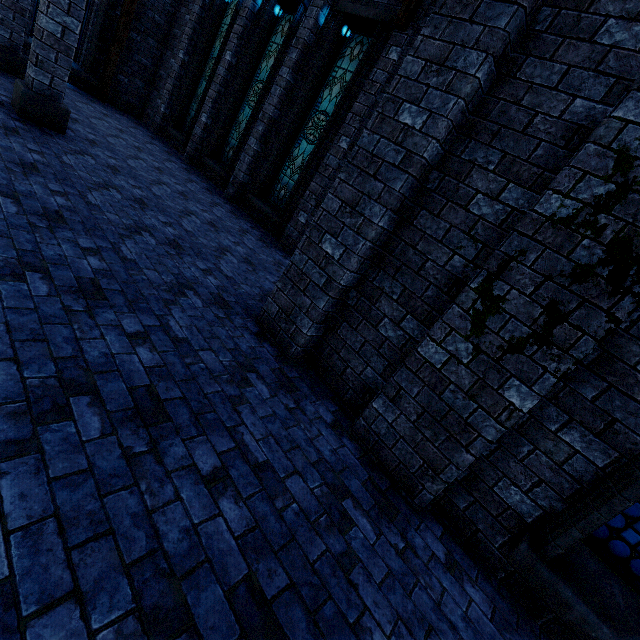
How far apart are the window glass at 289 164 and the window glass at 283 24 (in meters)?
1.88

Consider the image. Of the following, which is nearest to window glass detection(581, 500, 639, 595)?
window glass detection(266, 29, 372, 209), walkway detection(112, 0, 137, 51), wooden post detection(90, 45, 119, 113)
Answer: window glass detection(266, 29, 372, 209)

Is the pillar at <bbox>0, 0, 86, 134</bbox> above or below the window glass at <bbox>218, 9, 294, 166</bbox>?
below

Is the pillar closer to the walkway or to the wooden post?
the wooden post

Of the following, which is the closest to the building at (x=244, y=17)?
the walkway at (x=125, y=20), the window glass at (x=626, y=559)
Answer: the walkway at (x=125, y=20)

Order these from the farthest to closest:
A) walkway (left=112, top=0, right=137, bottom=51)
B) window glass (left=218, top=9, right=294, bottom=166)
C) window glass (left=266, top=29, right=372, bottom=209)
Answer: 1. walkway (left=112, top=0, right=137, bottom=51)
2. window glass (left=218, top=9, right=294, bottom=166)
3. window glass (left=266, top=29, right=372, bottom=209)

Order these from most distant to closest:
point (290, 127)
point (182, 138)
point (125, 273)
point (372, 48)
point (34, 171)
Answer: point (182, 138) < point (290, 127) < point (372, 48) < point (34, 171) < point (125, 273)

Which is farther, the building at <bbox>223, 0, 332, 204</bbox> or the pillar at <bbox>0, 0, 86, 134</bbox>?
the building at <bbox>223, 0, 332, 204</bbox>
